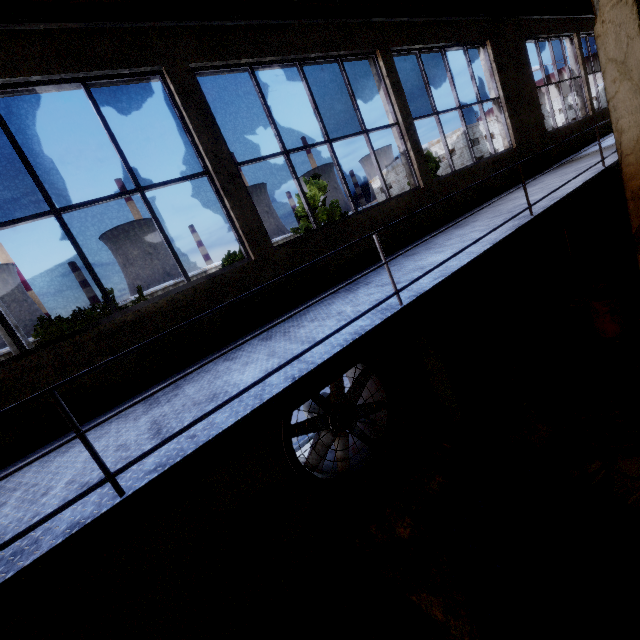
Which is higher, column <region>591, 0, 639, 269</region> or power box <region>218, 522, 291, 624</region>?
column <region>591, 0, 639, 269</region>

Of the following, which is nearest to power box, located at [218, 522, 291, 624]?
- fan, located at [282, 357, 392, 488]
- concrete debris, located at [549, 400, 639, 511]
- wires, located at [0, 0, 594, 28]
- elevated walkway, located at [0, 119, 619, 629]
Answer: fan, located at [282, 357, 392, 488]

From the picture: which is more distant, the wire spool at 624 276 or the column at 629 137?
the wire spool at 624 276

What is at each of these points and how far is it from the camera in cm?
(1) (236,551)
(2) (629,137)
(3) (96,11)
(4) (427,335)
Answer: (1) power box, 437
(2) column, 499
(3) wires, 364
(4) power box, 593

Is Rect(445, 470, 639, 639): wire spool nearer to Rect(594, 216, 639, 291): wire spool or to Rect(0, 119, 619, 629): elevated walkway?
Rect(0, 119, 619, 629): elevated walkway

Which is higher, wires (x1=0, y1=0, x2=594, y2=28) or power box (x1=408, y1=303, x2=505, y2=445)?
wires (x1=0, y1=0, x2=594, y2=28)

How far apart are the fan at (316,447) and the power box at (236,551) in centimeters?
82cm

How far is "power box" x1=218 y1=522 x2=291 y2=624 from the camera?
4.34m
